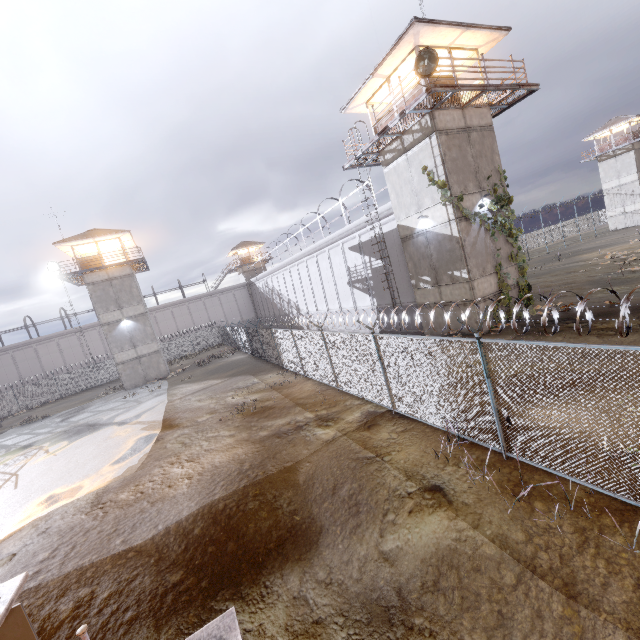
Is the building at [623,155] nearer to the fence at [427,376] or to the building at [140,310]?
the fence at [427,376]

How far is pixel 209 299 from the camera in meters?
52.7 m

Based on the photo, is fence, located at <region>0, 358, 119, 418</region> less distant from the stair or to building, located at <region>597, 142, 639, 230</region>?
the stair

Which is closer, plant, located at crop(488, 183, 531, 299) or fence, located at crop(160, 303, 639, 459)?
fence, located at crop(160, 303, 639, 459)

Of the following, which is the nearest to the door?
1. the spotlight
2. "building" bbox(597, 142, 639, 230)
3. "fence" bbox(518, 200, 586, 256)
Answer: the spotlight

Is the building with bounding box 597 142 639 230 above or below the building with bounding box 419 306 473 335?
above

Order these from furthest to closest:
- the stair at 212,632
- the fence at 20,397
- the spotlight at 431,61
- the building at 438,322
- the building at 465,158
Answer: the fence at 20,397 < the building at 438,322 < the building at 465,158 < the spotlight at 431,61 < the stair at 212,632

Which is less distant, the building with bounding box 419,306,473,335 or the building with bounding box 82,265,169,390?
the building with bounding box 419,306,473,335
